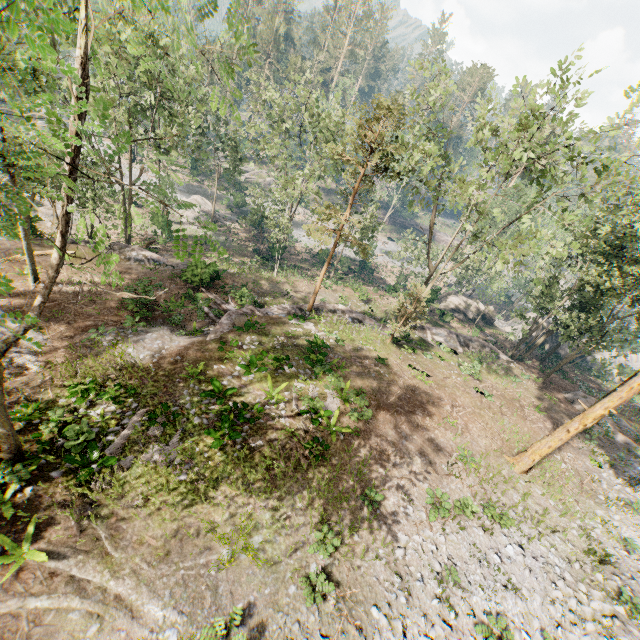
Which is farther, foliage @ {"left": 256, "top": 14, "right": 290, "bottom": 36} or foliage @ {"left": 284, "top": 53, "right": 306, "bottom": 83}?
foliage @ {"left": 256, "top": 14, "right": 290, "bottom": 36}

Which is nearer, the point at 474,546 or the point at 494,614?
the point at 494,614

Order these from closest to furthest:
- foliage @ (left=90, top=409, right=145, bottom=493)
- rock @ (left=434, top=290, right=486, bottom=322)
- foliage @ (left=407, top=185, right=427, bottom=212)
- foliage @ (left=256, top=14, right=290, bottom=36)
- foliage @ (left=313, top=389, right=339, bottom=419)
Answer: foliage @ (left=90, top=409, right=145, bottom=493) < foliage @ (left=313, top=389, right=339, bottom=419) < foliage @ (left=407, top=185, right=427, bottom=212) < rock @ (left=434, top=290, right=486, bottom=322) < foliage @ (left=256, top=14, right=290, bottom=36)

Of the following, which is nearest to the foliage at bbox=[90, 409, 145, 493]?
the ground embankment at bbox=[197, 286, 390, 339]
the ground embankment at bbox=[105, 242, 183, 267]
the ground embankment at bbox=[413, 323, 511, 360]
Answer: the ground embankment at bbox=[197, 286, 390, 339]

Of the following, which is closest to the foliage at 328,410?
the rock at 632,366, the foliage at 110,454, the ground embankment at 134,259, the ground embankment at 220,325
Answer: the ground embankment at 134,259

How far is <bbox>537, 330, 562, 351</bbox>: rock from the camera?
42.9 meters

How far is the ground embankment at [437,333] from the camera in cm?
3022

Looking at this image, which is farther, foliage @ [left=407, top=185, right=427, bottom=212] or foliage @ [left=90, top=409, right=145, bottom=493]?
foliage @ [left=407, top=185, right=427, bottom=212]
